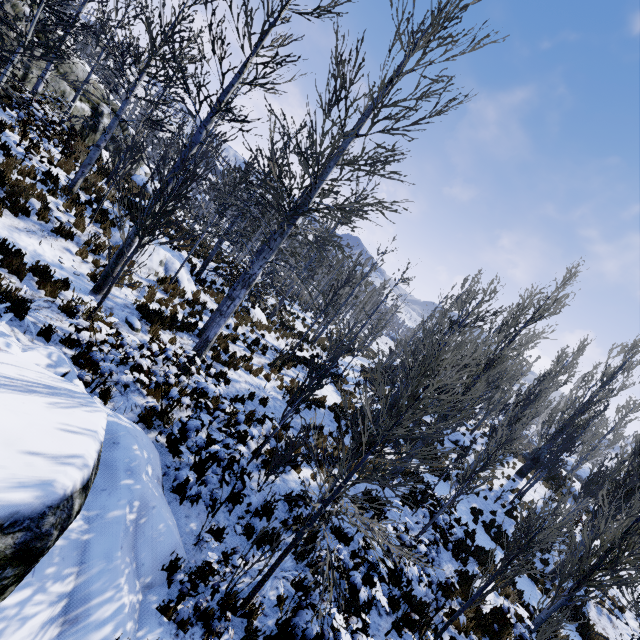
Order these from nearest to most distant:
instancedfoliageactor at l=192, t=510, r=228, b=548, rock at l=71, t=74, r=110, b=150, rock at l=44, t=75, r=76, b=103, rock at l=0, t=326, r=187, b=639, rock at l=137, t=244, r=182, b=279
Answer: rock at l=0, t=326, r=187, b=639 < instancedfoliageactor at l=192, t=510, r=228, b=548 < rock at l=137, t=244, r=182, b=279 < rock at l=44, t=75, r=76, b=103 < rock at l=71, t=74, r=110, b=150

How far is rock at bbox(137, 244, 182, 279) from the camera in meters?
11.5 m

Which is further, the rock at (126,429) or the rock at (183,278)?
the rock at (183,278)

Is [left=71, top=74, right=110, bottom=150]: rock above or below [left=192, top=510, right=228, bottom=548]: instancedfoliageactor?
above

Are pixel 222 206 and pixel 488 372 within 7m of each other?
no

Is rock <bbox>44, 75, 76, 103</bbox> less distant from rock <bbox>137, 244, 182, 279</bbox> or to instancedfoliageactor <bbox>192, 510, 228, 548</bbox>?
instancedfoliageactor <bbox>192, 510, 228, 548</bbox>

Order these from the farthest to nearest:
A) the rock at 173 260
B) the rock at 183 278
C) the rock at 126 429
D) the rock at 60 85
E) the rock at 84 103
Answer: the rock at 84 103
the rock at 60 85
the rock at 183 278
the rock at 173 260
the rock at 126 429

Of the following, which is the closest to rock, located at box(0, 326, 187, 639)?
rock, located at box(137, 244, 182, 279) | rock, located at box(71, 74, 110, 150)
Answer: rock, located at box(71, 74, 110, 150)
